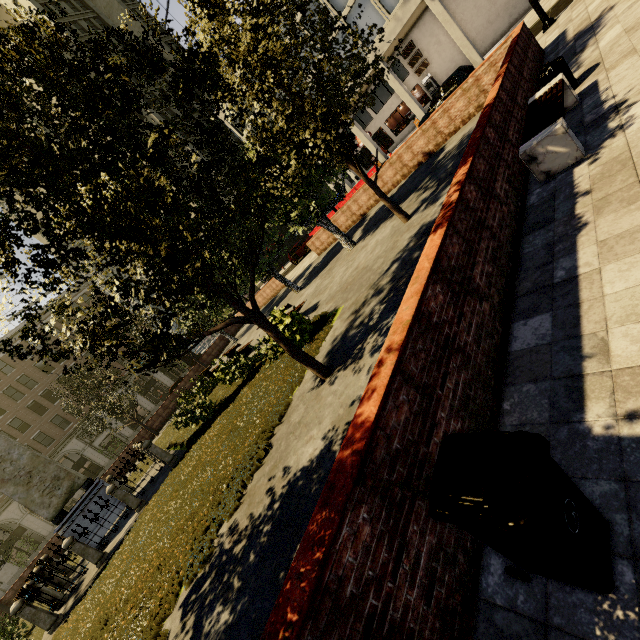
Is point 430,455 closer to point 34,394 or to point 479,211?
point 479,211

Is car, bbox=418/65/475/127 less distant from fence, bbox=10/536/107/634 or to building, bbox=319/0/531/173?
building, bbox=319/0/531/173

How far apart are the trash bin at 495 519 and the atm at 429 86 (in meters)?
34.76

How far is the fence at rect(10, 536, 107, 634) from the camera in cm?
931

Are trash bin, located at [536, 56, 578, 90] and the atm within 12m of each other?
no

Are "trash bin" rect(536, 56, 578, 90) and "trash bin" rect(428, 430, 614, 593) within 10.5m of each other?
yes

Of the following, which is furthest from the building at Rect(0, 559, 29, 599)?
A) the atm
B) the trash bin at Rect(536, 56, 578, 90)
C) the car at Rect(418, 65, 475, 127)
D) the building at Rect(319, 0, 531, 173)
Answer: the trash bin at Rect(536, 56, 578, 90)

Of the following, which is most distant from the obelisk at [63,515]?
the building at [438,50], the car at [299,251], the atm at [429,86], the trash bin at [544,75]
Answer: the atm at [429,86]
